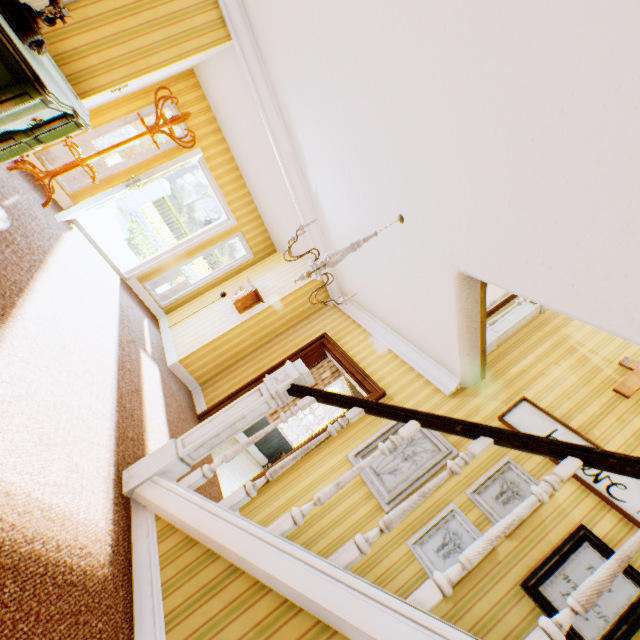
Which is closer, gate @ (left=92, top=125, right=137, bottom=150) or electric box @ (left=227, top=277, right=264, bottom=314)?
electric box @ (left=227, top=277, right=264, bottom=314)

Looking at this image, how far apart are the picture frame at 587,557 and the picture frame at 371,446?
1.0 meters

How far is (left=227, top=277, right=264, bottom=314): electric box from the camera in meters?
5.5 m

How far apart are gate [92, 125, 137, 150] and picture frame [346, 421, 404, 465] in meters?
16.9 m

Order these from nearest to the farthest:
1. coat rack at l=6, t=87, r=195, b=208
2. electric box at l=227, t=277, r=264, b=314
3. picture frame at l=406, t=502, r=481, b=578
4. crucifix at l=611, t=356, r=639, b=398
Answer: picture frame at l=406, t=502, r=481, b=578 < crucifix at l=611, t=356, r=639, b=398 < coat rack at l=6, t=87, r=195, b=208 < electric box at l=227, t=277, r=264, b=314

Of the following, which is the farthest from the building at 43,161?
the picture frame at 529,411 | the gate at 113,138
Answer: the gate at 113,138

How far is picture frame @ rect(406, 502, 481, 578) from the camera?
2.8 meters

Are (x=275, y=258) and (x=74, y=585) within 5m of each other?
no
